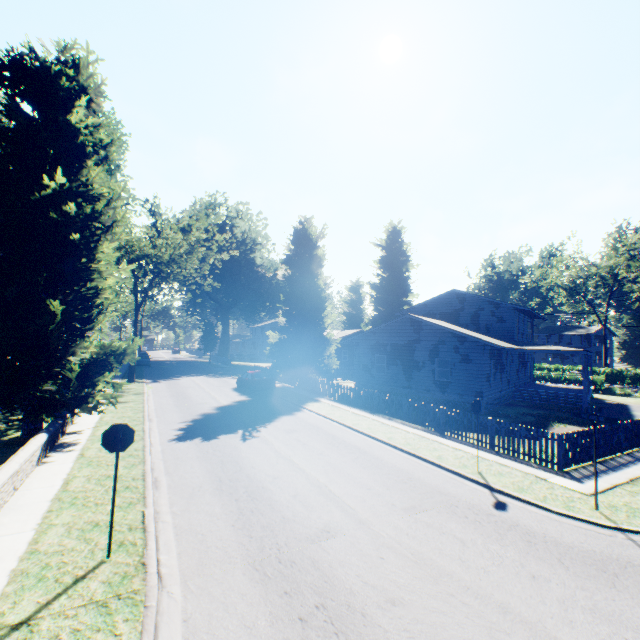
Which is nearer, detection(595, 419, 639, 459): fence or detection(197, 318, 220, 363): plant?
detection(595, 419, 639, 459): fence

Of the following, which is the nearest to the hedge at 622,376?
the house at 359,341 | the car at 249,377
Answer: the house at 359,341

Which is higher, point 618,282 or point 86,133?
point 618,282

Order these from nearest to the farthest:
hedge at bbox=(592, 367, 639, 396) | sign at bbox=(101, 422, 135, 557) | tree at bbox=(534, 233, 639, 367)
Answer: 1. sign at bbox=(101, 422, 135, 557)
2. hedge at bbox=(592, 367, 639, 396)
3. tree at bbox=(534, 233, 639, 367)

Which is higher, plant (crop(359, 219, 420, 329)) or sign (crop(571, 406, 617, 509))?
plant (crop(359, 219, 420, 329))

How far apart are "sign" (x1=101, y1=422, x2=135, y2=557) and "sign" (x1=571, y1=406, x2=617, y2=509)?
10.5 meters

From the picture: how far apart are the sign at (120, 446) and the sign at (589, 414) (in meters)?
10.45
